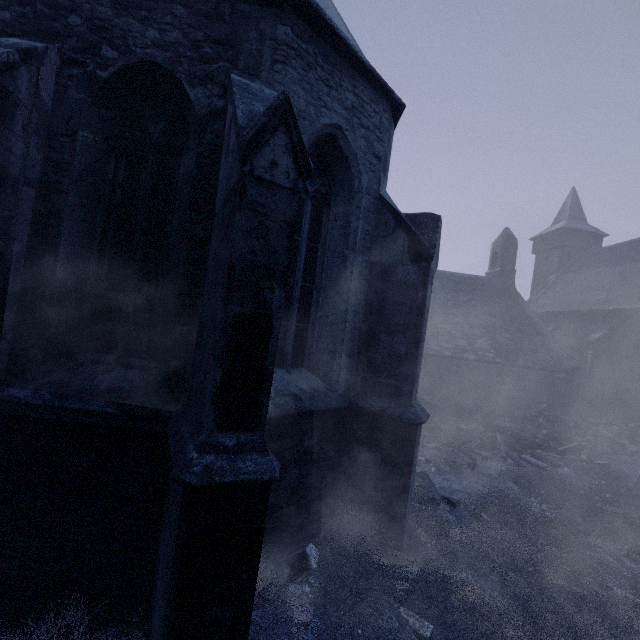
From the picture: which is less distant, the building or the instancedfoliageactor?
the building

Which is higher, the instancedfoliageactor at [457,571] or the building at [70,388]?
the building at [70,388]

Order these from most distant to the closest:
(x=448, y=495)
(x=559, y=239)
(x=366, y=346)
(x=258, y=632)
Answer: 1. (x=559, y=239)
2. (x=448, y=495)
3. (x=366, y=346)
4. (x=258, y=632)

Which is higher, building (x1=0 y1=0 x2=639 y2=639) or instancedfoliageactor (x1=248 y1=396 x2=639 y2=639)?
building (x1=0 y1=0 x2=639 y2=639)

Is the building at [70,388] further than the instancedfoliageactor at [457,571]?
No
